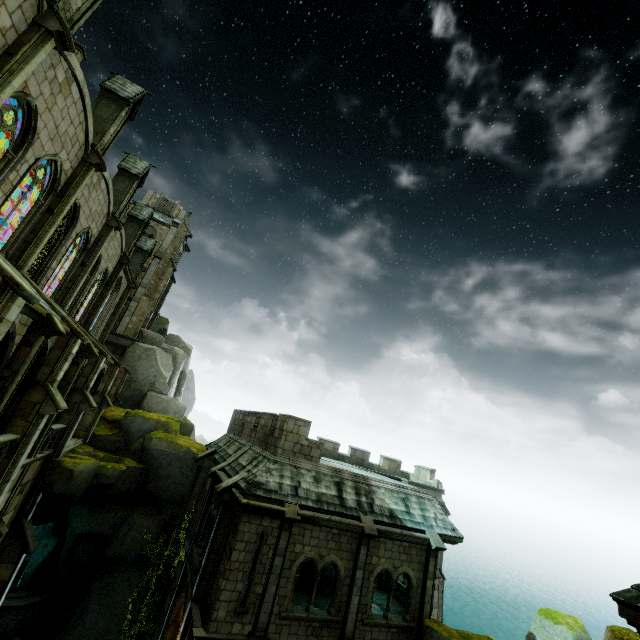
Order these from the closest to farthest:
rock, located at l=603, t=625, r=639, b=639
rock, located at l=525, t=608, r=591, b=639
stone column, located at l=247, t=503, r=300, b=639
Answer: rock, located at l=603, t=625, r=639, b=639, stone column, located at l=247, t=503, r=300, b=639, rock, located at l=525, t=608, r=591, b=639

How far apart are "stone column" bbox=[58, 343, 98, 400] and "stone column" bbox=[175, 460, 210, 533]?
8.8m

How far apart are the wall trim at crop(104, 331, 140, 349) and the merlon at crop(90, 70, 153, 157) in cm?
2016

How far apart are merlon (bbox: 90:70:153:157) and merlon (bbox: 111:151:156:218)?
4.6 meters

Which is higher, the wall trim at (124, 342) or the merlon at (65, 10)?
the merlon at (65, 10)

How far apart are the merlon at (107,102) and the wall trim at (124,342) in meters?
20.2

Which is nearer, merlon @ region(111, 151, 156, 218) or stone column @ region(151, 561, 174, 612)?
stone column @ region(151, 561, 174, 612)

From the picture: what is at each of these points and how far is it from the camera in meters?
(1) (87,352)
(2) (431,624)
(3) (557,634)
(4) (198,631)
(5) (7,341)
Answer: (1) stone column, 15.7
(2) rock, 13.9
(3) rock, 15.3
(4) trim, 11.2
(5) archway, 9.4
